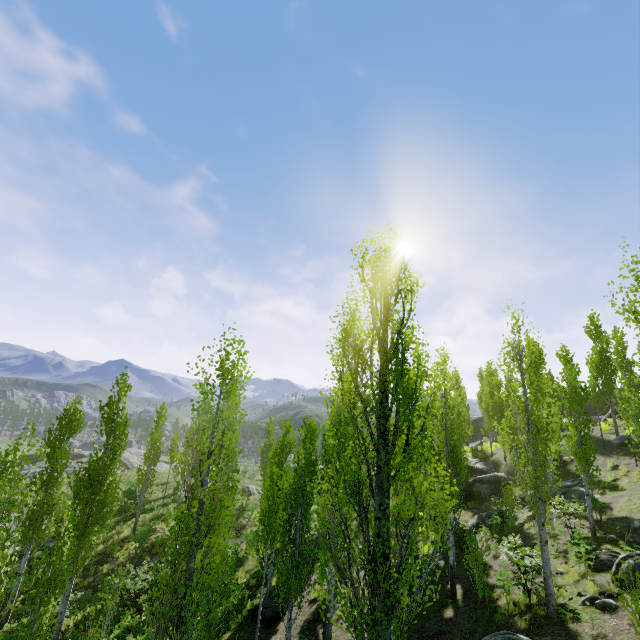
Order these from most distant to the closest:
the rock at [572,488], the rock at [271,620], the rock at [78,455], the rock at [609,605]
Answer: the rock at [78,455] → the rock at [572,488] → the rock at [271,620] → the rock at [609,605]

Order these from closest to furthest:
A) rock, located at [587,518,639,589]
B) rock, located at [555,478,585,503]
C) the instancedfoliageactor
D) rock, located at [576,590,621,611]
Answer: the instancedfoliageactor → rock, located at [576,590,621,611] → rock, located at [587,518,639,589] → rock, located at [555,478,585,503]

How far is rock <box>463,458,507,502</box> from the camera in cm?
2597

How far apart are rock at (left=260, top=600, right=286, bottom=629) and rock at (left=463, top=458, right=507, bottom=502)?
17.5 meters

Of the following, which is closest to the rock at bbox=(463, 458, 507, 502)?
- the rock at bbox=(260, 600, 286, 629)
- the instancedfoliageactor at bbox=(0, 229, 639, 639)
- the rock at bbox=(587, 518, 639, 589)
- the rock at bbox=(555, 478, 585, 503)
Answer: the rock at bbox=(555, 478, 585, 503)

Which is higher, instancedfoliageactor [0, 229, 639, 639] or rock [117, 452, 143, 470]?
instancedfoliageactor [0, 229, 639, 639]

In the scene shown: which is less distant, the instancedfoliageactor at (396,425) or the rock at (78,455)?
the instancedfoliageactor at (396,425)

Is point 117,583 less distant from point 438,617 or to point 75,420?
point 75,420
